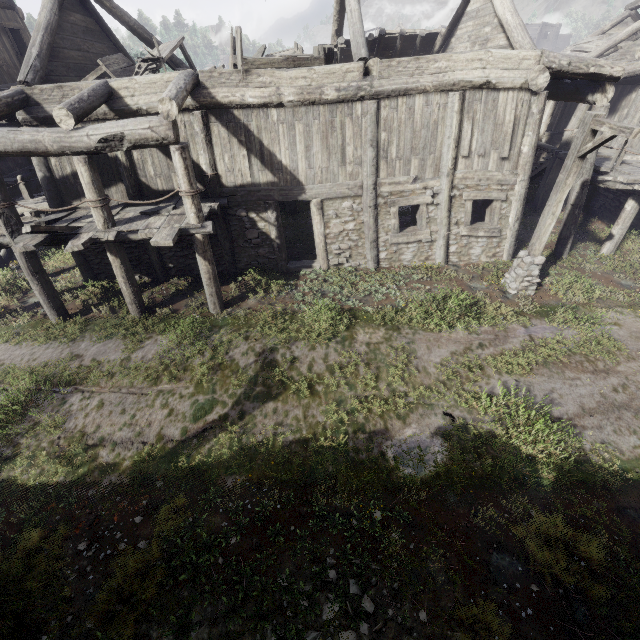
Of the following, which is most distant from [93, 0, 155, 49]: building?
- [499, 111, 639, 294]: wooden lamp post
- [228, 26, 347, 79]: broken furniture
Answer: [499, 111, 639, 294]: wooden lamp post

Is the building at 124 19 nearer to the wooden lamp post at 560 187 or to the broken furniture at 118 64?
the broken furniture at 118 64

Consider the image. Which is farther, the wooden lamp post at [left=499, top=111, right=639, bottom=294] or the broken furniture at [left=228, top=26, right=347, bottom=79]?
the broken furniture at [left=228, top=26, right=347, bottom=79]

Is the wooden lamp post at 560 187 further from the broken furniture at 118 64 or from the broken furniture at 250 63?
the broken furniture at 118 64

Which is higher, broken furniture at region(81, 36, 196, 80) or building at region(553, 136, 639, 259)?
broken furniture at region(81, 36, 196, 80)

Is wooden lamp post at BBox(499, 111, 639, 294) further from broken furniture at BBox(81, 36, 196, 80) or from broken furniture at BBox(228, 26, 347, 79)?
broken furniture at BBox(81, 36, 196, 80)

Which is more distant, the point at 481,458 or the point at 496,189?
the point at 496,189

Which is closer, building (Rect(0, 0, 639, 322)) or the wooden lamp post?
the wooden lamp post
